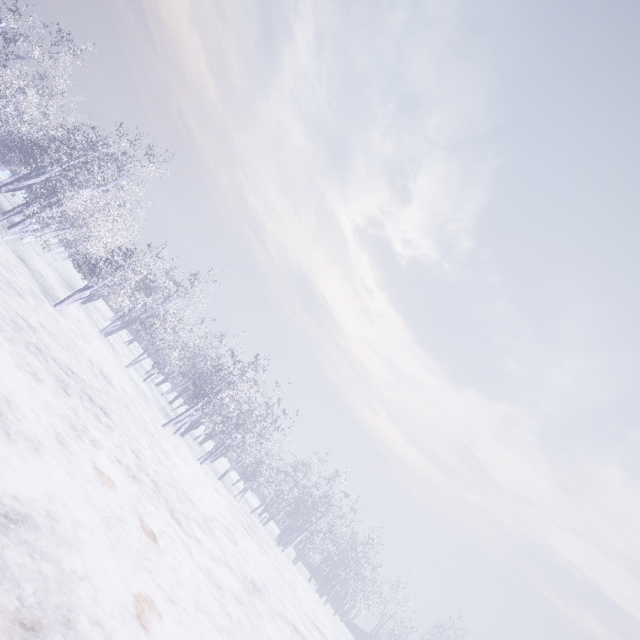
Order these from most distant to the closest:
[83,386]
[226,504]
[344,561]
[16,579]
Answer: [344,561] → [226,504] → [83,386] → [16,579]
